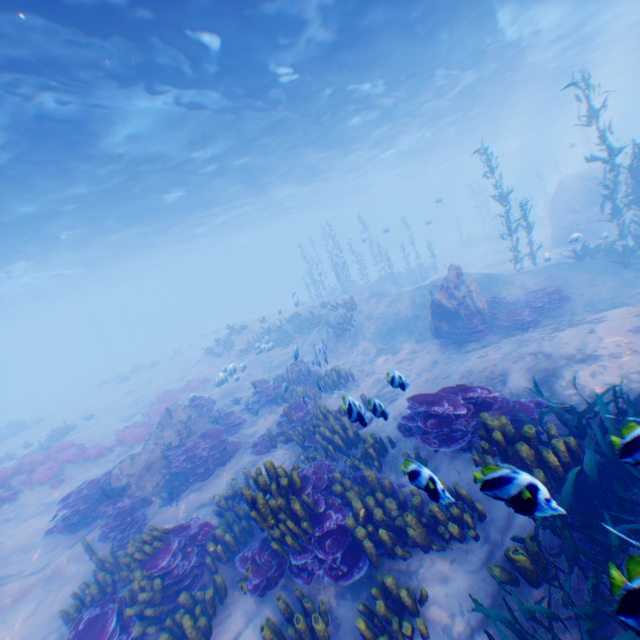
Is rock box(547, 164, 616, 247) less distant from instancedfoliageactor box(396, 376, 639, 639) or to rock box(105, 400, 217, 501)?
instancedfoliageactor box(396, 376, 639, 639)

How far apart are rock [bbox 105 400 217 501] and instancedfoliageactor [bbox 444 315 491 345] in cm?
987

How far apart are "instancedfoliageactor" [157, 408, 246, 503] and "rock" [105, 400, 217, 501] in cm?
2

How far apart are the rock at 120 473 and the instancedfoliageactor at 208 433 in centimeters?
2cm

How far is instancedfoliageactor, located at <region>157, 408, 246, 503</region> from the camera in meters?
9.9 m

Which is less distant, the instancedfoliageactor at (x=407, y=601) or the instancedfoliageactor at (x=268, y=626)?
the instancedfoliageactor at (x=407, y=601)

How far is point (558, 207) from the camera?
24.1 meters

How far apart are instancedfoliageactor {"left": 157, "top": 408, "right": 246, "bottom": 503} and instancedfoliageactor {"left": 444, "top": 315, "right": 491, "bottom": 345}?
9.46m
